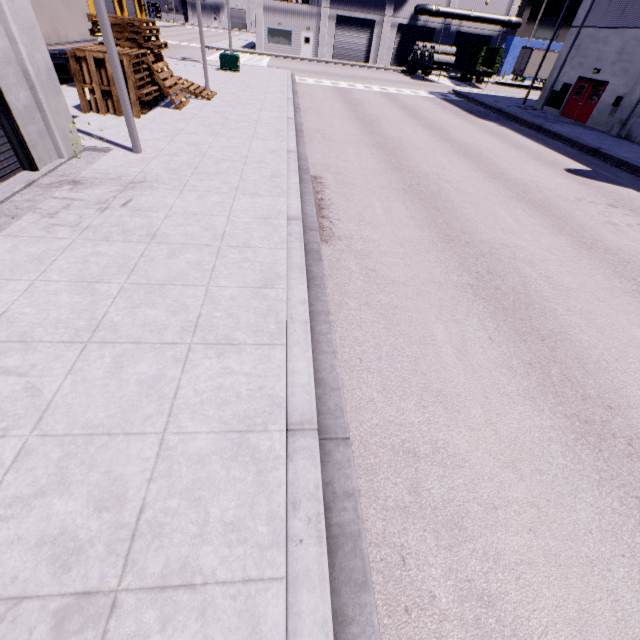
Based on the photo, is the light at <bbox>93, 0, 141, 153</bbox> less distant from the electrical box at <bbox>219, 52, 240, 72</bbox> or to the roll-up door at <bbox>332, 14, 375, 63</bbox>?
the roll-up door at <bbox>332, 14, 375, 63</bbox>

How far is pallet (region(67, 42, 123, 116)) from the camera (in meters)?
11.00

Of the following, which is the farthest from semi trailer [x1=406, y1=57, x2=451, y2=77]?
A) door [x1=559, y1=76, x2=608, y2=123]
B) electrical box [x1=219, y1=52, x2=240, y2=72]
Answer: electrical box [x1=219, y1=52, x2=240, y2=72]

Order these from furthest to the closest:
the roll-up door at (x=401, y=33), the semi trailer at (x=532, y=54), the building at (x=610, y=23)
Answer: the roll-up door at (x=401, y=33) → the semi trailer at (x=532, y=54) → the building at (x=610, y=23)

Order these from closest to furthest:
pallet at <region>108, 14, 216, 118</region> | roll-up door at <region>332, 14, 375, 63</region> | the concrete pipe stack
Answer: pallet at <region>108, 14, 216, 118</region> → the concrete pipe stack → roll-up door at <region>332, 14, 375, 63</region>

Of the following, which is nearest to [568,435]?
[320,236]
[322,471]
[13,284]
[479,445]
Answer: [479,445]

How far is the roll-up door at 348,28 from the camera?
40.7 meters

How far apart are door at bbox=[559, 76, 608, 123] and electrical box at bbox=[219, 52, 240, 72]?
24.24m
